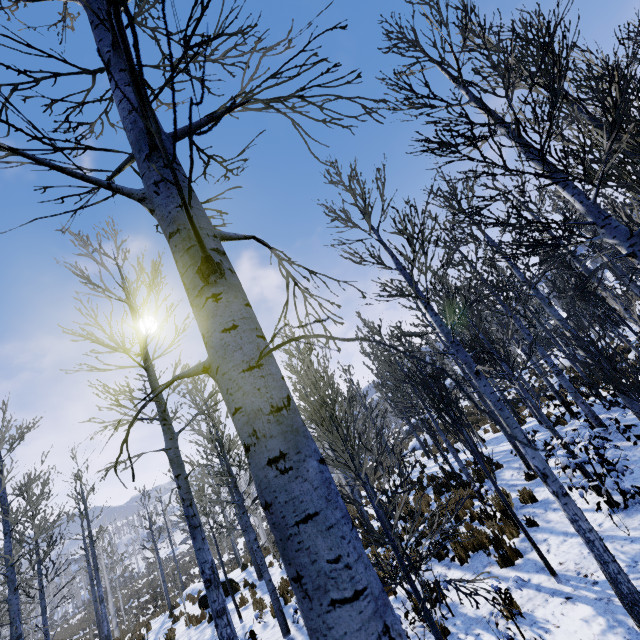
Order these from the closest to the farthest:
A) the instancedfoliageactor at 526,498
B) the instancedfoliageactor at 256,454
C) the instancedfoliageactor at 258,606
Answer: the instancedfoliageactor at 256,454 → the instancedfoliageactor at 258,606 → the instancedfoliageactor at 526,498

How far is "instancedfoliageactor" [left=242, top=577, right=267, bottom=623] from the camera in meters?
6.7 m

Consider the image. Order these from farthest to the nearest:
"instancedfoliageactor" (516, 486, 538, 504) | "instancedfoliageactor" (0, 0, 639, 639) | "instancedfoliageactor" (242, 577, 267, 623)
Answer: "instancedfoliageactor" (516, 486, 538, 504), "instancedfoliageactor" (242, 577, 267, 623), "instancedfoliageactor" (0, 0, 639, 639)

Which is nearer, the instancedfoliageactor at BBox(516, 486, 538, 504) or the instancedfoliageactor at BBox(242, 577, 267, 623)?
the instancedfoliageactor at BBox(242, 577, 267, 623)

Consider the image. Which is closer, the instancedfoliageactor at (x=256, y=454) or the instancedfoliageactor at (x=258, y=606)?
the instancedfoliageactor at (x=256, y=454)

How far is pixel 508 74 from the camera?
3.79m
